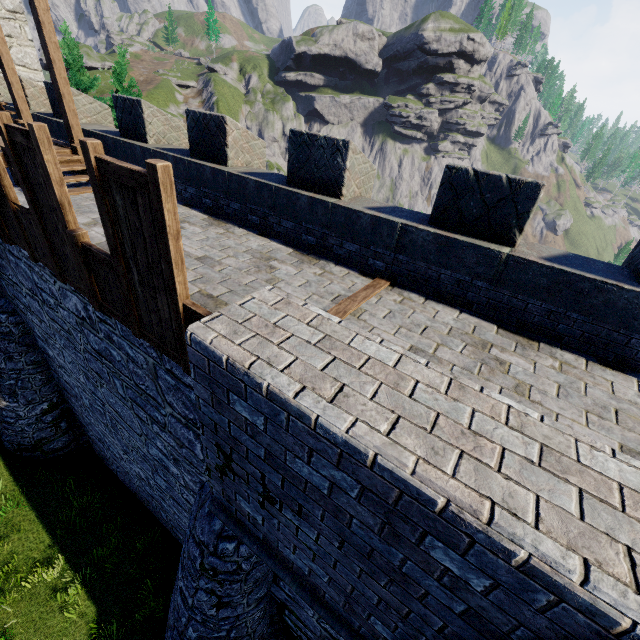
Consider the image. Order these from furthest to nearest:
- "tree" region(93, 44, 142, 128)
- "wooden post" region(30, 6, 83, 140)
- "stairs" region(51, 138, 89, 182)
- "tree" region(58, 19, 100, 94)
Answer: "tree" region(58, 19, 100, 94) < "tree" region(93, 44, 142, 128) < "stairs" region(51, 138, 89, 182) < "wooden post" region(30, 6, 83, 140)

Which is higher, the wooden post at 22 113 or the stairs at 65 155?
the wooden post at 22 113

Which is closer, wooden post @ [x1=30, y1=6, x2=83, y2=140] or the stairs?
wooden post @ [x1=30, y1=6, x2=83, y2=140]

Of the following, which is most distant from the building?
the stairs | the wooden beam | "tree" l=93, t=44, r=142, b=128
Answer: the wooden beam

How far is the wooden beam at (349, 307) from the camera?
4.6m

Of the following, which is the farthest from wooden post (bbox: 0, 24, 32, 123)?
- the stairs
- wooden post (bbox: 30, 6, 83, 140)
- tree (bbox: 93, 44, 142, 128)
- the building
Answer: tree (bbox: 93, 44, 142, 128)

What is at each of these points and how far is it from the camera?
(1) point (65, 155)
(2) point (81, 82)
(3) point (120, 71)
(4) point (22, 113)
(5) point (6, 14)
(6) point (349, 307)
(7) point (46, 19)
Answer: (1) stairs, 8.1m
(2) tree, 25.5m
(3) tree, 20.9m
(4) wooden post, 9.4m
(5) building, 12.9m
(6) wooden beam, 4.8m
(7) wooden post, 7.1m

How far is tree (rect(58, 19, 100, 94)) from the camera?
24.50m
